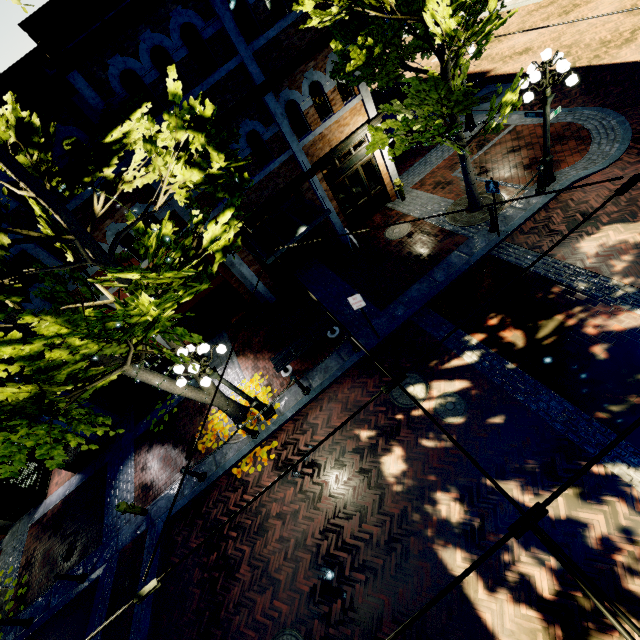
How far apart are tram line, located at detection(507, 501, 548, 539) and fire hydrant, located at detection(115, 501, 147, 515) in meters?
10.8

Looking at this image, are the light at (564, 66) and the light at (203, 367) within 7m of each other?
no

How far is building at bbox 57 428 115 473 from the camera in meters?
12.2 m

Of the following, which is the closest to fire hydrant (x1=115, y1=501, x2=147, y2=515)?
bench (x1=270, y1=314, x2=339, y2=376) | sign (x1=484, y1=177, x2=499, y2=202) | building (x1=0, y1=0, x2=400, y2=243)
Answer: bench (x1=270, y1=314, x2=339, y2=376)

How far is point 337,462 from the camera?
8.0 meters

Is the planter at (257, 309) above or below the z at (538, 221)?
above

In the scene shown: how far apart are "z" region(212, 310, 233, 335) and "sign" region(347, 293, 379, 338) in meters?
7.1

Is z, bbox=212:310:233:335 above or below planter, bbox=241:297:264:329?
below
